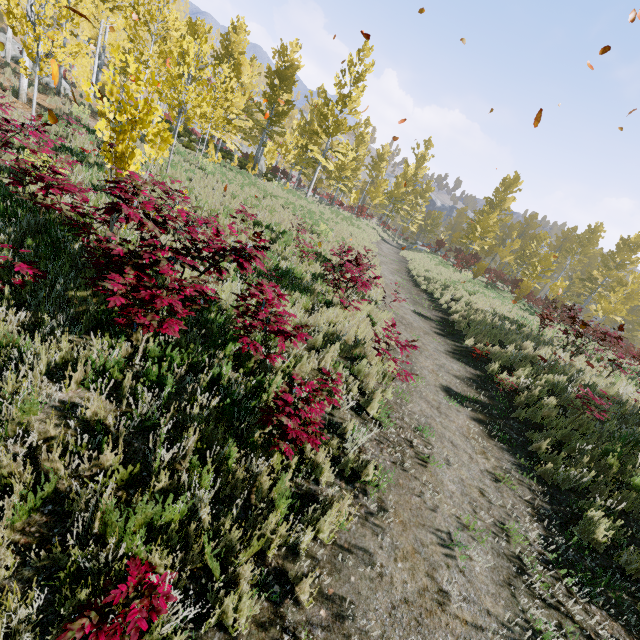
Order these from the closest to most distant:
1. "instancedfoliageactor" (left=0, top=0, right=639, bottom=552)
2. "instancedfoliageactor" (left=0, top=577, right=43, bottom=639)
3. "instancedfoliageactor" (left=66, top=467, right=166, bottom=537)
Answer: "instancedfoliageactor" (left=0, top=577, right=43, bottom=639) < "instancedfoliageactor" (left=66, top=467, right=166, bottom=537) < "instancedfoliageactor" (left=0, top=0, right=639, bottom=552)

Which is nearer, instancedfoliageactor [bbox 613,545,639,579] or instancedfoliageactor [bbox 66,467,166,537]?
instancedfoliageactor [bbox 66,467,166,537]

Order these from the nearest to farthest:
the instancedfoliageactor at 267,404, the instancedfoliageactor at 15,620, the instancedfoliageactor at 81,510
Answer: the instancedfoliageactor at 15,620 → the instancedfoliageactor at 81,510 → the instancedfoliageactor at 267,404

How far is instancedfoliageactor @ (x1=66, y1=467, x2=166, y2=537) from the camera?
2.5 meters

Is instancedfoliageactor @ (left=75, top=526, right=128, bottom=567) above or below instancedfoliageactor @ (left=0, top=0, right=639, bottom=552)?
below

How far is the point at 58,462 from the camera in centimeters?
261cm

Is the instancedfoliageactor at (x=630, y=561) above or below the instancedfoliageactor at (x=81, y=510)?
above
